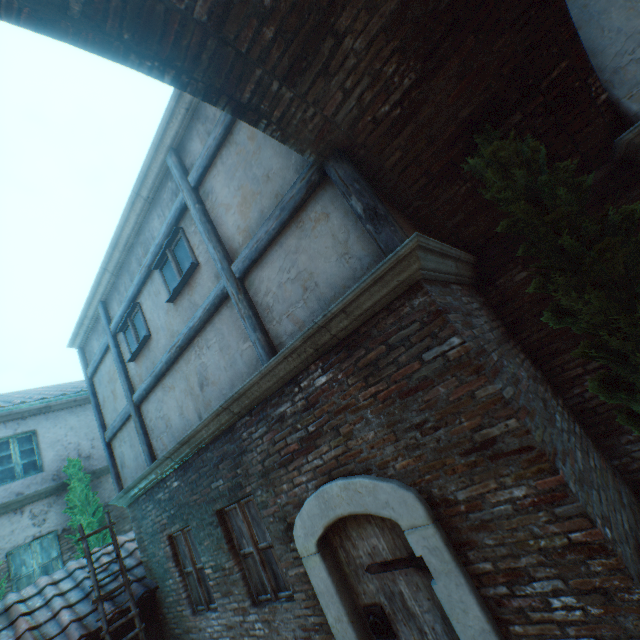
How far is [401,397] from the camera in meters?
2.9

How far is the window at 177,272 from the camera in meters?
4.8 m

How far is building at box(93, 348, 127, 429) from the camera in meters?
6.9

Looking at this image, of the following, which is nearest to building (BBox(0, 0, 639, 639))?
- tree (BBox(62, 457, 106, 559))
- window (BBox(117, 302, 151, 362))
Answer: window (BBox(117, 302, 151, 362))

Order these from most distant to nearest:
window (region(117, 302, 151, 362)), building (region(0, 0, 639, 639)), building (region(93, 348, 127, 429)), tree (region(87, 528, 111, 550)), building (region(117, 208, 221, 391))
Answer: tree (region(87, 528, 111, 550)) → building (region(93, 348, 127, 429)) → window (region(117, 302, 151, 362)) → building (region(117, 208, 221, 391)) → building (region(0, 0, 639, 639))

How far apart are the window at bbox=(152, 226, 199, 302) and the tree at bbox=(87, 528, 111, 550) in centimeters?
747cm

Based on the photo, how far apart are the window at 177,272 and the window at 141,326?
1.0 meters
